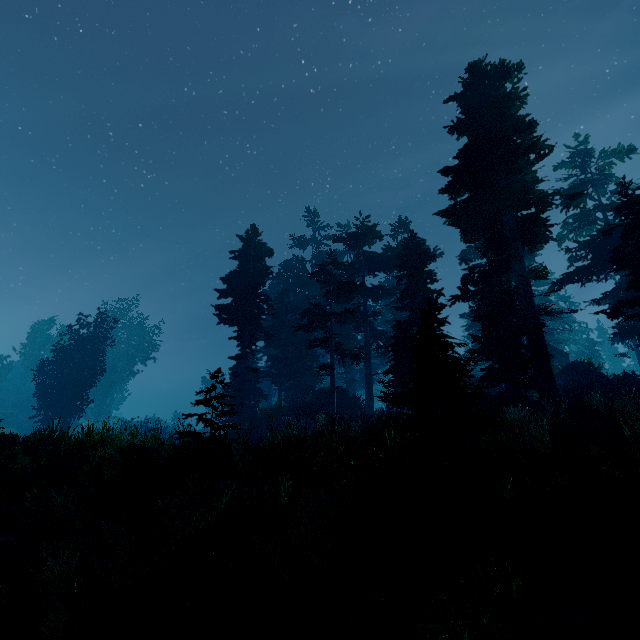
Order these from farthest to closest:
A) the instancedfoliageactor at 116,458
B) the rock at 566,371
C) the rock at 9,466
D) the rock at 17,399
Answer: the rock at 17,399, the rock at 566,371, the rock at 9,466, the instancedfoliageactor at 116,458

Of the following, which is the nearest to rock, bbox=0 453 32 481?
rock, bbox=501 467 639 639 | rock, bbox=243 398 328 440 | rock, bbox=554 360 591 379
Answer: rock, bbox=501 467 639 639

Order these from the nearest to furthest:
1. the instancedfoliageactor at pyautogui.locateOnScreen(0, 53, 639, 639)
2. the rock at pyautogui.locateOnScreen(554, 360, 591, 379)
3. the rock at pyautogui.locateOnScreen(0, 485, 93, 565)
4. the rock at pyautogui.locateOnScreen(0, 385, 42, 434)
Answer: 1. the instancedfoliageactor at pyautogui.locateOnScreen(0, 53, 639, 639)
2. the rock at pyautogui.locateOnScreen(0, 485, 93, 565)
3. the rock at pyautogui.locateOnScreen(554, 360, 591, 379)
4. the rock at pyautogui.locateOnScreen(0, 385, 42, 434)

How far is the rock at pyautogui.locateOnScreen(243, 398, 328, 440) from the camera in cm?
2445

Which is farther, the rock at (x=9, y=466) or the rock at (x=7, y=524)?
the rock at (x=9, y=466)

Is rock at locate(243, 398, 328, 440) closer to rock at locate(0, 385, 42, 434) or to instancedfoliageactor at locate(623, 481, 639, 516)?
instancedfoliageactor at locate(623, 481, 639, 516)

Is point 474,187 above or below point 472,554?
above

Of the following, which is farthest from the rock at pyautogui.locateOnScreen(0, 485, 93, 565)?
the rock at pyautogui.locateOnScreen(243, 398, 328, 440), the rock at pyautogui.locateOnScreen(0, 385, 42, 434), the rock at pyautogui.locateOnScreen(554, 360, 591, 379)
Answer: the rock at pyautogui.locateOnScreen(0, 385, 42, 434)
